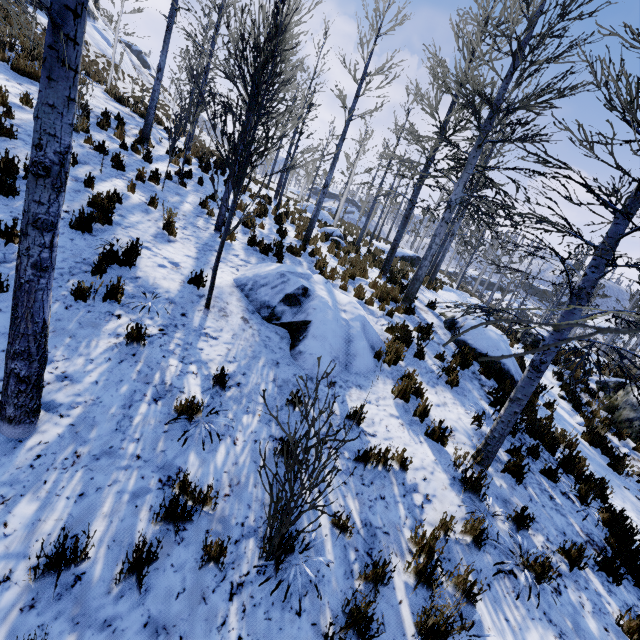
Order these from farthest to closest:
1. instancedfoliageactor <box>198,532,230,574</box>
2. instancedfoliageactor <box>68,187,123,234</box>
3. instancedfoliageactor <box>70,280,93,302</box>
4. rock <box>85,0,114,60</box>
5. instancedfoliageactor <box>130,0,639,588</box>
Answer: rock <box>85,0,114,60</box> → instancedfoliageactor <box>68,187,123,234</box> → instancedfoliageactor <box>70,280,93,302</box> → instancedfoliageactor <box>130,0,639,588</box> → instancedfoliageactor <box>198,532,230,574</box>

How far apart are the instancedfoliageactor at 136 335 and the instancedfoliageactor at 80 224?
3.1m

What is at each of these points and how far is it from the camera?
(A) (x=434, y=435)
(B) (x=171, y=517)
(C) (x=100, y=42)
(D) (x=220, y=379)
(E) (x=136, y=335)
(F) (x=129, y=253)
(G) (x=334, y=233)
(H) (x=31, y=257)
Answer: (A) instancedfoliageactor, 5.1m
(B) instancedfoliageactor, 3.0m
(C) rock, 24.5m
(D) instancedfoliageactor, 4.5m
(E) instancedfoliageactor, 4.4m
(F) instancedfoliageactor, 5.9m
(G) rock, 16.9m
(H) instancedfoliageactor, 2.6m

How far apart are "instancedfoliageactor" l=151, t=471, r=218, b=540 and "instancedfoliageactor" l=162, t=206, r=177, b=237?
6.1 meters

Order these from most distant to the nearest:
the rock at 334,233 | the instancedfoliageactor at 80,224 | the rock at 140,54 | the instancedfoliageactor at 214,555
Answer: the rock at 140,54 < the rock at 334,233 < the instancedfoliageactor at 80,224 < the instancedfoliageactor at 214,555

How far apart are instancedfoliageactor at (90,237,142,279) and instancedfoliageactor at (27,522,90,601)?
4.3m

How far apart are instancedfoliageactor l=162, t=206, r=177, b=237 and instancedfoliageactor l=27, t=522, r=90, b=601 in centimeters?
629cm

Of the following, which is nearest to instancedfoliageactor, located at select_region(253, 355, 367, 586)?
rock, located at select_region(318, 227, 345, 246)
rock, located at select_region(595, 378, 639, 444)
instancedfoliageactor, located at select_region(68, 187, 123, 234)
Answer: instancedfoliageactor, located at select_region(68, 187, 123, 234)
